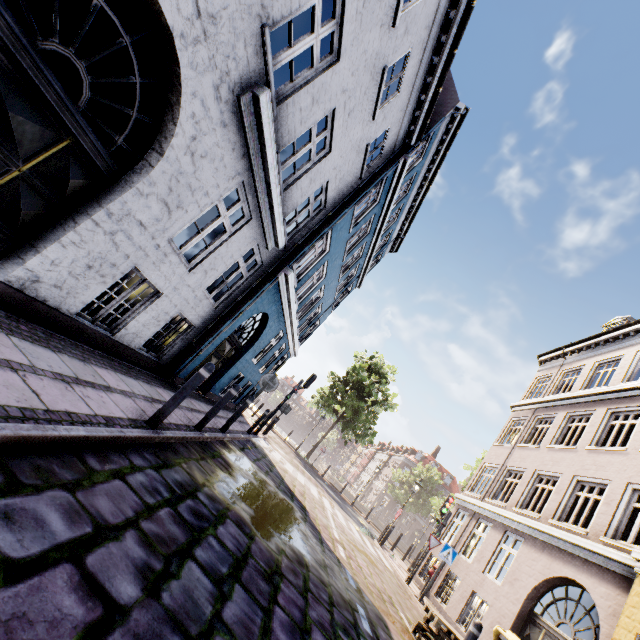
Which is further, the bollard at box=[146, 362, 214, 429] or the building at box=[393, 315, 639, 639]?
the building at box=[393, 315, 639, 639]

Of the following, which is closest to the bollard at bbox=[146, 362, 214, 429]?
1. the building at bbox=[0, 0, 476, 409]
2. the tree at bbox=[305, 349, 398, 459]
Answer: the building at bbox=[0, 0, 476, 409]

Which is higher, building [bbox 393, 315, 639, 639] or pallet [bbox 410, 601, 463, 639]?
building [bbox 393, 315, 639, 639]

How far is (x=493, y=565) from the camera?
11.77m

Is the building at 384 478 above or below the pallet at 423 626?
above

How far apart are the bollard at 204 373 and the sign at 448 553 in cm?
1073

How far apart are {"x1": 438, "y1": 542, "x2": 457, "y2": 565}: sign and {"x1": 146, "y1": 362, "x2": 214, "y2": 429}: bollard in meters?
10.7

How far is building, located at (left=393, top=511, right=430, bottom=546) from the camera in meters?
51.9
